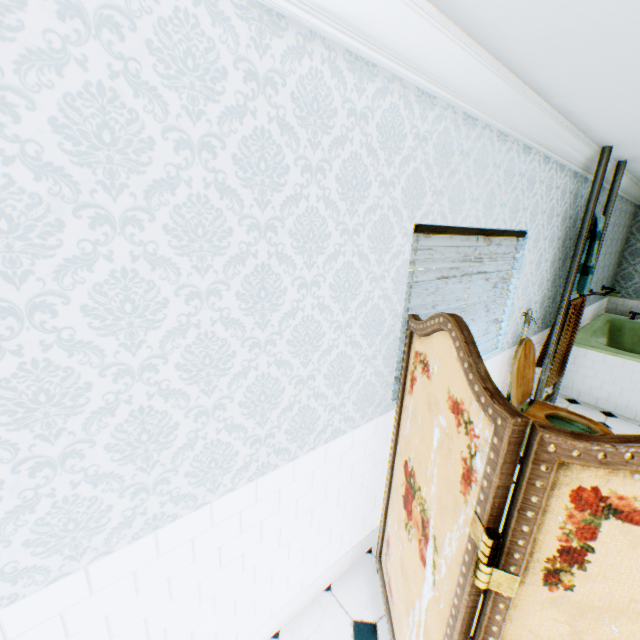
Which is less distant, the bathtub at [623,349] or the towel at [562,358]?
the towel at [562,358]

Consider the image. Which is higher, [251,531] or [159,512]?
[159,512]

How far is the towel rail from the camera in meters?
3.2

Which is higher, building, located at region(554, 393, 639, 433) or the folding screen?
the folding screen

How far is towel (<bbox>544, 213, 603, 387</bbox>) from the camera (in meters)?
3.60

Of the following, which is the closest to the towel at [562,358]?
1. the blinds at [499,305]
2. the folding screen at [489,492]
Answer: the blinds at [499,305]

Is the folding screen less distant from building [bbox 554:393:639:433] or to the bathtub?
building [bbox 554:393:639:433]

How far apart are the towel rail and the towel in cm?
2
